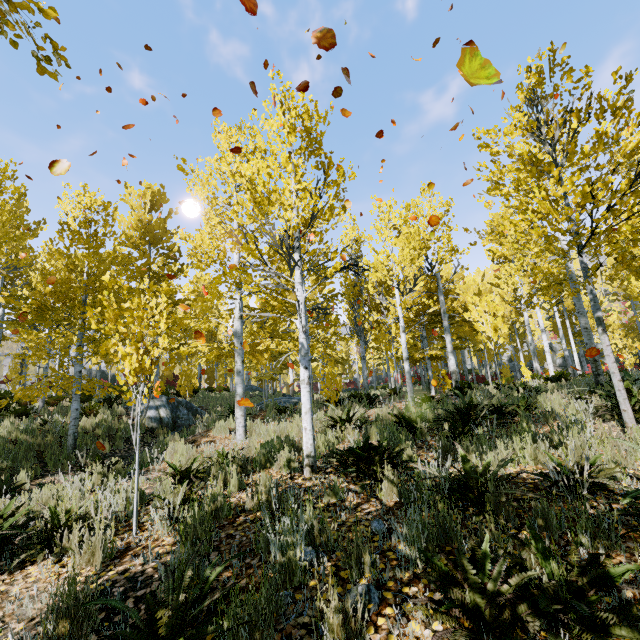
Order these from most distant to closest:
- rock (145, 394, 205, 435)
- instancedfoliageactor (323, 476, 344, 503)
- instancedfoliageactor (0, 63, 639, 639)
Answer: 1. rock (145, 394, 205, 435)
2. instancedfoliageactor (323, 476, 344, 503)
3. instancedfoliageactor (0, 63, 639, 639)

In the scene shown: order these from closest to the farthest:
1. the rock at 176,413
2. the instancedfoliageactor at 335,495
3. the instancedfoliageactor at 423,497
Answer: the instancedfoliageactor at 423,497 → the instancedfoliageactor at 335,495 → the rock at 176,413

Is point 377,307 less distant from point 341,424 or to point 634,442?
point 341,424

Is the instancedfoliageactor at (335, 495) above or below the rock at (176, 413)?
below

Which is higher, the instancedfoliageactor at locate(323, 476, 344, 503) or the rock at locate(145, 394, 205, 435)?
the rock at locate(145, 394, 205, 435)

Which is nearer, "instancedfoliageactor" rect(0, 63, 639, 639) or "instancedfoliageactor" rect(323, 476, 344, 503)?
"instancedfoliageactor" rect(0, 63, 639, 639)

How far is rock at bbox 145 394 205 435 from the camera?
11.7m

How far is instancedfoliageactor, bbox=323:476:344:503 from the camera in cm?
384
